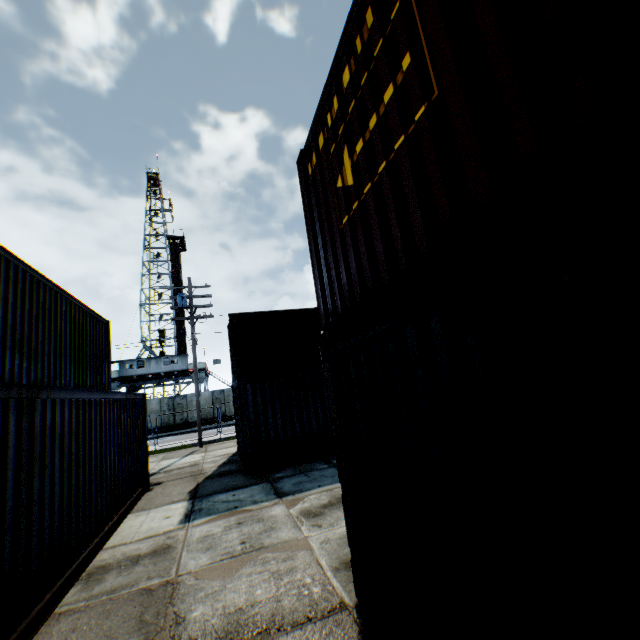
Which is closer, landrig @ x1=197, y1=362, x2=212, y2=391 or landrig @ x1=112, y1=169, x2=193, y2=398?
landrig @ x1=112, y1=169, x2=193, y2=398

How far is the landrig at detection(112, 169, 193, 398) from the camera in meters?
35.6

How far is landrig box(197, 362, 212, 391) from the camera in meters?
38.3

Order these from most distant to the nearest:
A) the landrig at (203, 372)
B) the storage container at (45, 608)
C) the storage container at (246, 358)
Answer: A: the landrig at (203, 372) → the storage container at (45, 608) → the storage container at (246, 358)

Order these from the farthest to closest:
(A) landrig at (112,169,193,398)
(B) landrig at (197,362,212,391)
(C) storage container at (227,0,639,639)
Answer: (B) landrig at (197,362,212,391), (A) landrig at (112,169,193,398), (C) storage container at (227,0,639,639)

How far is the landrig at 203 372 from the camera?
38.28m

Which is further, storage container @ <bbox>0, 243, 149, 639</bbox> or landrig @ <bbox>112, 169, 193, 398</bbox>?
landrig @ <bbox>112, 169, 193, 398</bbox>

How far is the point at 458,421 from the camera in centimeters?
199cm
